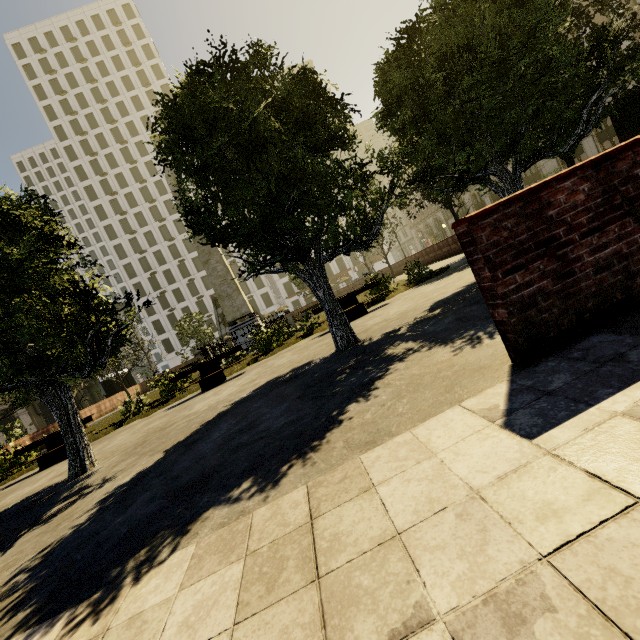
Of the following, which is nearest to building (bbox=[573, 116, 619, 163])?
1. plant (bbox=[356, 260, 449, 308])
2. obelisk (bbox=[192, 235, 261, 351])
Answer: plant (bbox=[356, 260, 449, 308])

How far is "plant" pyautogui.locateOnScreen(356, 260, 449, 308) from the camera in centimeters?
1277cm

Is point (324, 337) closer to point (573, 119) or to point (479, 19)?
point (573, 119)

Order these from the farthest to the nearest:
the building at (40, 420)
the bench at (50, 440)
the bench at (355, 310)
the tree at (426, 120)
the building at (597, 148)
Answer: the building at (40, 420), the building at (597, 148), the bench at (355, 310), the bench at (50, 440), the tree at (426, 120)

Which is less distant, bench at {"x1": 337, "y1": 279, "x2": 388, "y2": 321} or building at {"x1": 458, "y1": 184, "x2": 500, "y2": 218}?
bench at {"x1": 337, "y1": 279, "x2": 388, "y2": 321}

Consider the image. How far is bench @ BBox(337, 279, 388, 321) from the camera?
11.12m

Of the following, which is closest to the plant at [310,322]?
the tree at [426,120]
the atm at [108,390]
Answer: the tree at [426,120]

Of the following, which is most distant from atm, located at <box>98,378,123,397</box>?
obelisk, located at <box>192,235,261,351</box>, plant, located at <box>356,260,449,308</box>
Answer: obelisk, located at <box>192,235,261,351</box>
